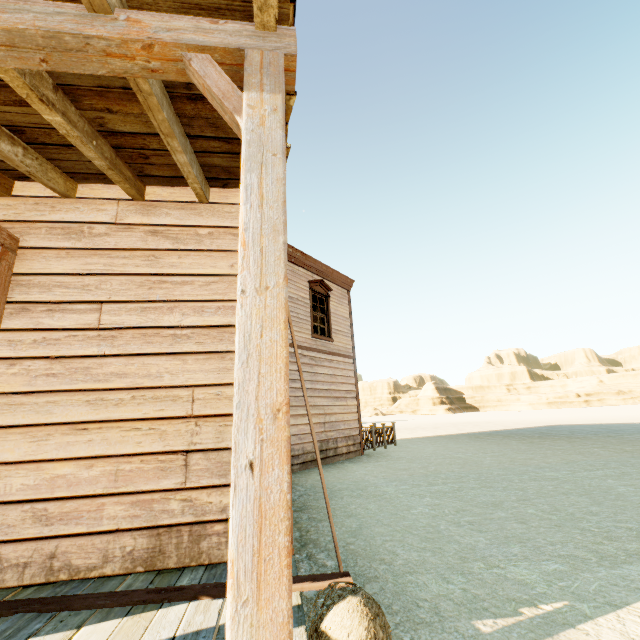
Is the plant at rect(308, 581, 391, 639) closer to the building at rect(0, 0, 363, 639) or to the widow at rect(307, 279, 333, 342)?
the building at rect(0, 0, 363, 639)

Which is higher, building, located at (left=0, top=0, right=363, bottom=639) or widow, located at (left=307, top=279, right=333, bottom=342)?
widow, located at (left=307, top=279, right=333, bottom=342)

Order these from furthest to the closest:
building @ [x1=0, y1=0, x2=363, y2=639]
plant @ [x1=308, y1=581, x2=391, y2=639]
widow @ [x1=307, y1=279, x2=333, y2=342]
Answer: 1. widow @ [x1=307, y1=279, x2=333, y2=342]
2. plant @ [x1=308, y1=581, x2=391, y2=639]
3. building @ [x1=0, y1=0, x2=363, y2=639]

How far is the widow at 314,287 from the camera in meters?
11.3 m

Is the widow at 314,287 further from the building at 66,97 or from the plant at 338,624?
the plant at 338,624

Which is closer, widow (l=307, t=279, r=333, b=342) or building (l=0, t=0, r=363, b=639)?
building (l=0, t=0, r=363, b=639)

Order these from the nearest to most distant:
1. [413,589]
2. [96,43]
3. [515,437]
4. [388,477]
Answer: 1. [96,43]
2. [413,589]
3. [388,477]
4. [515,437]

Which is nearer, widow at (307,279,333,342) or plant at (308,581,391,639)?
plant at (308,581,391,639)
